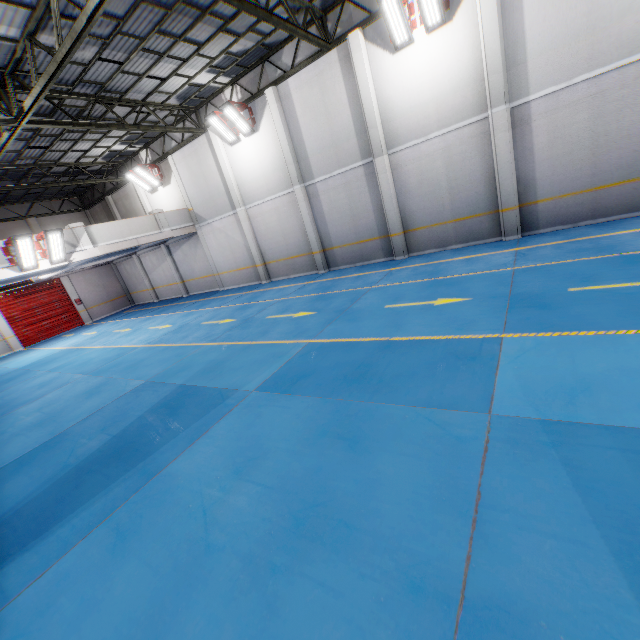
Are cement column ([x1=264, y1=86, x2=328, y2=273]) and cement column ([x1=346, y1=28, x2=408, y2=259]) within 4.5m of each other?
yes

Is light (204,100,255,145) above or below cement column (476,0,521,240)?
above

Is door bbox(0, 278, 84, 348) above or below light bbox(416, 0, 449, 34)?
below

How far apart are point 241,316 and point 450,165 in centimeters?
926cm

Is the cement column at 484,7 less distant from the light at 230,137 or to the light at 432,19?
the light at 432,19

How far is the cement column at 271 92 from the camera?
13.41m

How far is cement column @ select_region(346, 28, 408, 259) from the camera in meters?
11.1

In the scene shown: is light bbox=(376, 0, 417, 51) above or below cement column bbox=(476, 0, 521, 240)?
above
